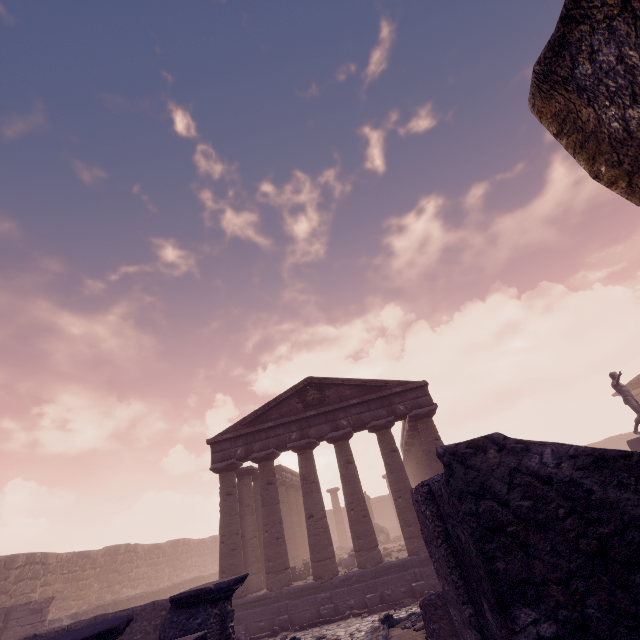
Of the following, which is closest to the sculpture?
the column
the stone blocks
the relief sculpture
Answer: the column

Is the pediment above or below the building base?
above

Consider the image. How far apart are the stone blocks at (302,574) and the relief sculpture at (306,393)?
7.67m

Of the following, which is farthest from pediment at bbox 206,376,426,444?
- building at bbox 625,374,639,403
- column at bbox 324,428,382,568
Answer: building at bbox 625,374,639,403

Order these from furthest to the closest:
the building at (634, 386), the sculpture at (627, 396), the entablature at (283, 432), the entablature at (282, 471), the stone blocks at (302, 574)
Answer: the building at (634, 386) → the entablature at (282, 471) → the entablature at (283, 432) → the stone blocks at (302, 574) → the sculpture at (627, 396)

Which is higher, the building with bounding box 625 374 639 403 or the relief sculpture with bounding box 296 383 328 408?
the relief sculpture with bounding box 296 383 328 408

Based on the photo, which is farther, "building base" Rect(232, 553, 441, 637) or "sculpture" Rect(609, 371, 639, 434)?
"sculpture" Rect(609, 371, 639, 434)

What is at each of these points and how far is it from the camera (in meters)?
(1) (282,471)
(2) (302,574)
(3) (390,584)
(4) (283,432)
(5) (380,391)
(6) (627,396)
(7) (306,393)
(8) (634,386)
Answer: (1) entablature, 24.09
(2) stone blocks, 15.26
(3) building base, 12.23
(4) entablature, 16.28
(5) pediment, 16.16
(6) sculpture, 14.50
(7) relief sculpture, 17.16
(8) building, 28.16
